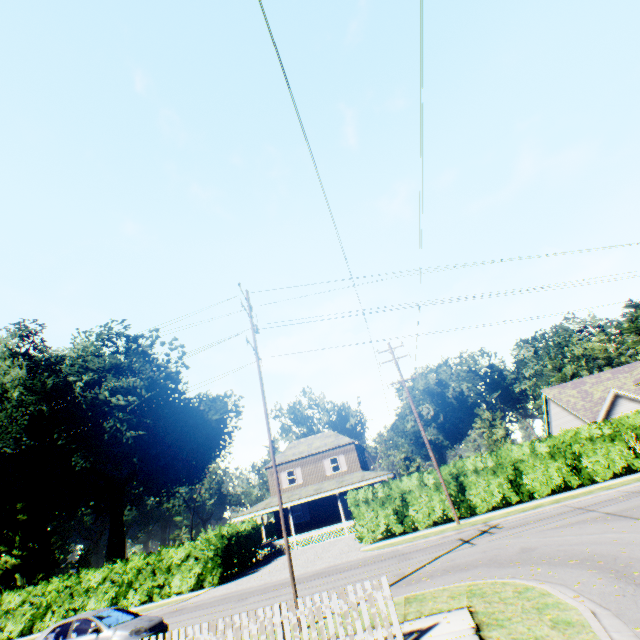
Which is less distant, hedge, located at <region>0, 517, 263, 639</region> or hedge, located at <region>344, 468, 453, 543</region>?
hedge, located at <region>344, 468, 453, 543</region>

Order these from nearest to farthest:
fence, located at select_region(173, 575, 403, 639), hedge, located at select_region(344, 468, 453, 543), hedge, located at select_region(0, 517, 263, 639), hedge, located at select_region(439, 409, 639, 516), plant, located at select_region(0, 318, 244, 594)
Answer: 1. fence, located at select_region(173, 575, 403, 639)
2. hedge, located at select_region(439, 409, 639, 516)
3. hedge, located at select_region(344, 468, 453, 543)
4. hedge, located at select_region(0, 517, 263, 639)
5. plant, located at select_region(0, 318, 244, 594)

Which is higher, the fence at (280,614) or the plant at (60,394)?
the plant at (60,394)

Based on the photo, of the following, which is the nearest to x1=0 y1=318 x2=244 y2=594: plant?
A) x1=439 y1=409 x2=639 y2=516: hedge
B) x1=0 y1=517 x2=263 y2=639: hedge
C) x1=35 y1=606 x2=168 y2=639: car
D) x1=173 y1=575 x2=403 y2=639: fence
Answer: x1=0 y1=517 x2=263 y2=639: hedge

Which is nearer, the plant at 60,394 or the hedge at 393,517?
the hedge at 393,517

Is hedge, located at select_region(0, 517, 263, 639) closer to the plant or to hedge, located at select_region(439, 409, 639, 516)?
hedge, located at select_region(439, 409, 639, 516)

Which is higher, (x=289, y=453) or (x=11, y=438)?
(x=11, y=438)
